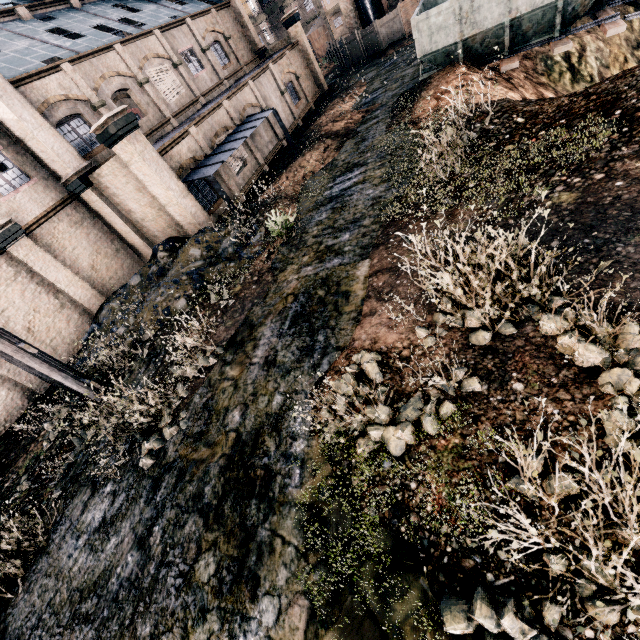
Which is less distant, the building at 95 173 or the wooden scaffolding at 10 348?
the wooden scaffolding at 10 348

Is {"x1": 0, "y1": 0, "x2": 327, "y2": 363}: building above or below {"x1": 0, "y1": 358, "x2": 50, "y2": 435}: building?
above

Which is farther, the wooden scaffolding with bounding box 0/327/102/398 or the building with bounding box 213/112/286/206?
the building with bounding box 213/112/286/206

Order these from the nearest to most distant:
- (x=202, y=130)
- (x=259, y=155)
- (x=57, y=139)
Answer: (x=57, y=139), (x=202, y=130), (x=259, y=155)

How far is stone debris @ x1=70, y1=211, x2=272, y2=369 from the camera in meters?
13.5

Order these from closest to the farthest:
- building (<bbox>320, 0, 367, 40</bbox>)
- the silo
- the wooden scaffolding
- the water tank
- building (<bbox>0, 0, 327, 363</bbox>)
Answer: the wooden scaffolding → building (<bbox>0, 0, 327, 363</bbox>) → the silo → building (<bbox>320, 0, 367, 40</bbox>) → the water tank

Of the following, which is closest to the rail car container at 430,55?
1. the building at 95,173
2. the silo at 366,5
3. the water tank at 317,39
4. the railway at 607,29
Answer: the railway at 607,29

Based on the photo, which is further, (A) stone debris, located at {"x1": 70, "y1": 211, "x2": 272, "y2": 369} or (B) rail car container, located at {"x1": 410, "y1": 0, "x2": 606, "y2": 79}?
(B) rail car container, located at {"x1": 410, "y1": 0, "x2": 606, "y2": 79}
